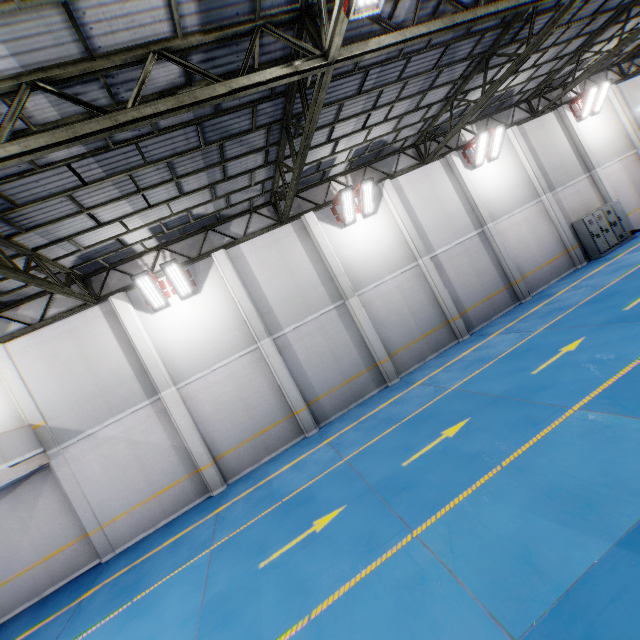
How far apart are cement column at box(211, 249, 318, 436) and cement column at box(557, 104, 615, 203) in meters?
19.3

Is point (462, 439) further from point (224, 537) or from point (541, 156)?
point (541, 156)

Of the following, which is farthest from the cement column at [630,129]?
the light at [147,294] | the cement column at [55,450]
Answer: the cement column at [55,450]

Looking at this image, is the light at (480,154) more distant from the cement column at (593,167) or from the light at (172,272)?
the light at (172,272)

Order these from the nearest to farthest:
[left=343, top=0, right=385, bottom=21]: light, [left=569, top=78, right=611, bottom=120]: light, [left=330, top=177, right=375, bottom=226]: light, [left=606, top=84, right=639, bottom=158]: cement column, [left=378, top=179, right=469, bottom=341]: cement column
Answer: [left=343, top=0, right=385, bottom=21]: light
[left=330, top=177, right=375, bottom=226]: light
[left=378, top=179, right=469, bottom=341]: cement column
[left=569, top=78, right=611, bottom=120]: light
[left=606, top=84, right=639, bottom=158]: cement column

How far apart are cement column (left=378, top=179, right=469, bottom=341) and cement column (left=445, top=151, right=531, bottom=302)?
3.3m

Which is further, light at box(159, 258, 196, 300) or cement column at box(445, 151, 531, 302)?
cement column at box(445, 151, 531, 302)

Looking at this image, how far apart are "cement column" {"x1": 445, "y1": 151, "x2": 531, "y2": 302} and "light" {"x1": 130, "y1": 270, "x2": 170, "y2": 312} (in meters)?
13.91
